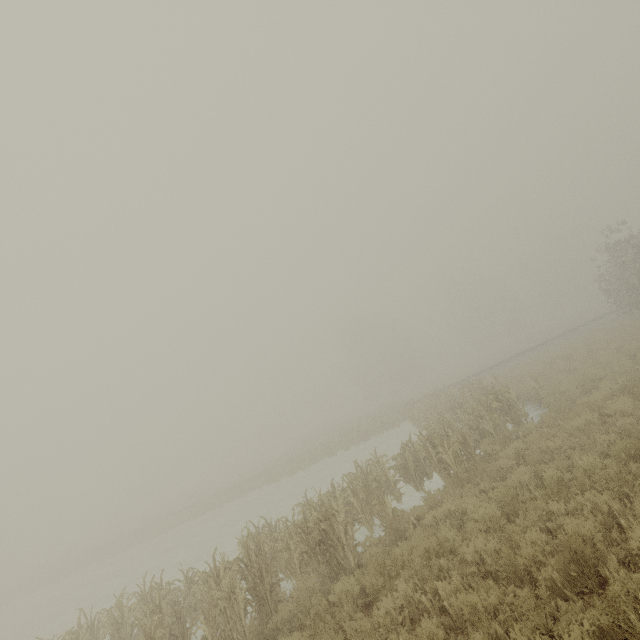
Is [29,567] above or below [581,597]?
above
